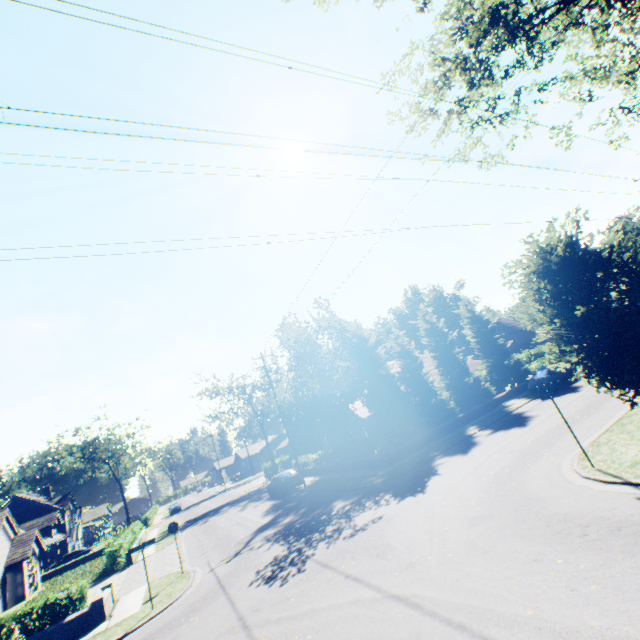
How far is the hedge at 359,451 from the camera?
22.4 meters

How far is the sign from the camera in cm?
915

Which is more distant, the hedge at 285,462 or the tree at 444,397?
the hedge at 285,462

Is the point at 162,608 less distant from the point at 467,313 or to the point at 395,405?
the point at 395,405

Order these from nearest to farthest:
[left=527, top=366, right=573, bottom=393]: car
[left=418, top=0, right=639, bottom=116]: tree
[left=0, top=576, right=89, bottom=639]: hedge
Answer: [left=418, top=0, right=639, bottom=116]: tree
[left=0, top=576, right=89, bottom=639]: hedge
[left=527, top=366, right=573, bottom=393]: car

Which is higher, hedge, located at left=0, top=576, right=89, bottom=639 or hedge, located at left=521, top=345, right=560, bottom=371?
hedge, located at left=521, top=345, right=560, bottom=371

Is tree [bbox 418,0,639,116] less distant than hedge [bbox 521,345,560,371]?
Yes

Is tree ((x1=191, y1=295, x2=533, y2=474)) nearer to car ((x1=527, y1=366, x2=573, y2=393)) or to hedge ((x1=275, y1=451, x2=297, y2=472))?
hedge ((x1=275, y1=451, x2=297, y2=472))
